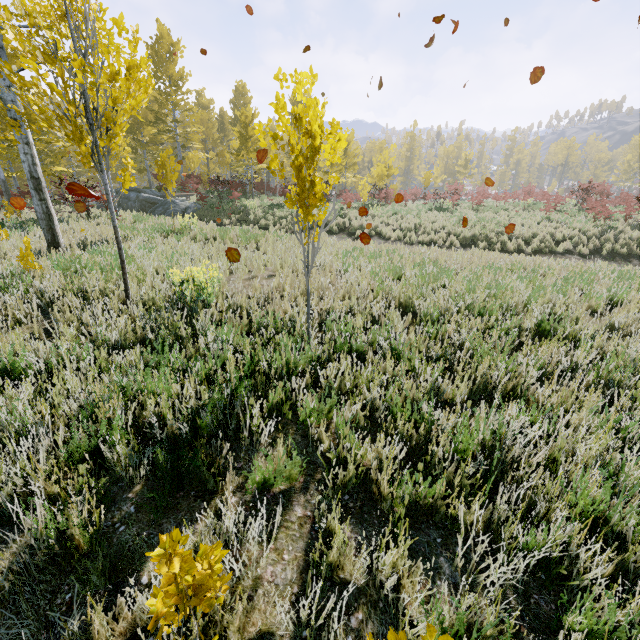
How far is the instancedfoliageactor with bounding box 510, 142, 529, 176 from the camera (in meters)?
58.38

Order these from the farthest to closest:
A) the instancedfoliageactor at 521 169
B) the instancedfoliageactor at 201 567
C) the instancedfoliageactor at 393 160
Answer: the instancedfoliageactor at 521 169
the instancedfoliageactor at 393 160
the instancedfoliageactor at 201 567

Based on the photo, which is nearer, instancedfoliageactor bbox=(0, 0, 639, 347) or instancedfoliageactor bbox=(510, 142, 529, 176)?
instancedfoliageactor bbox=(0, 0, 639, 347)

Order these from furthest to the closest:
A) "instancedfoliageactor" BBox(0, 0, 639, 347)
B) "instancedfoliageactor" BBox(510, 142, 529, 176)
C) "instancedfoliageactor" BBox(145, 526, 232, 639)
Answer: "instancedfoliageactor" BBox(510, 142, 529, 176) → "instancedfoliageactor" BBox(0, 0, 639, 347) → "instancedfoliageactor" BBox(145, 526, 232, 639)

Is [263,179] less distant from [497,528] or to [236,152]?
[236,152]

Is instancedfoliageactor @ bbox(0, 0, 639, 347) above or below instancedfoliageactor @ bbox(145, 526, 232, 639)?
above

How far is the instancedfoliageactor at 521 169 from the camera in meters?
58.4
